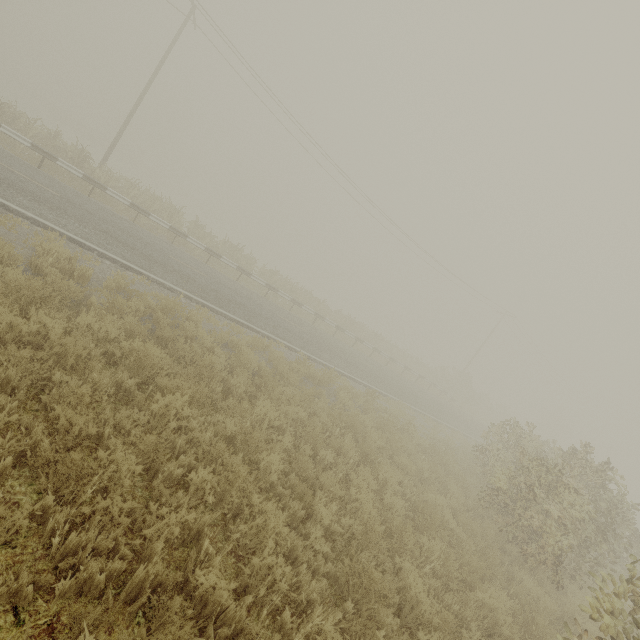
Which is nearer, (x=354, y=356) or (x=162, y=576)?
(x=162, y=576)
